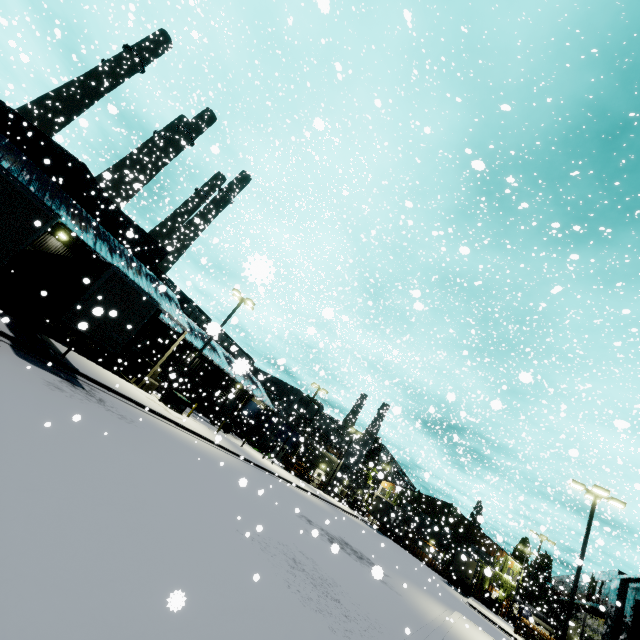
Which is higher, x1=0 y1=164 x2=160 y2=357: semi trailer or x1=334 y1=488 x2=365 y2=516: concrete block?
x1=0 y1=164 x2=160 y2=357: semi trailer

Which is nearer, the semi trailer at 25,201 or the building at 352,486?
the semi trailer at 25,201

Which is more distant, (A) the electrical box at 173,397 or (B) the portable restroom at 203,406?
(B) the portable restroom at 203,406

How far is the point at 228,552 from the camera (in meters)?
7.47

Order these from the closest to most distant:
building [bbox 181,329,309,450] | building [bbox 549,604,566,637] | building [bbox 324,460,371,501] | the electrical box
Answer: the electrical box, building [bbox 181,329,309,450], building [bbox 324,460,371,501], building [bbox 549,604,566,637]

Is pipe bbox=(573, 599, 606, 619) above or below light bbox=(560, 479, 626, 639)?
Answer: below

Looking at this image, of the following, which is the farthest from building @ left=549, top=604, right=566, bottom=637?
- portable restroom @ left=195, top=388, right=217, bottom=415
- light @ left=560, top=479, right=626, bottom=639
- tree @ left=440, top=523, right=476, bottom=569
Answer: light @ left=560, top=479, right=626, bottom=639

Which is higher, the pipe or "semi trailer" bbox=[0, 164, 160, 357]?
the pipe
